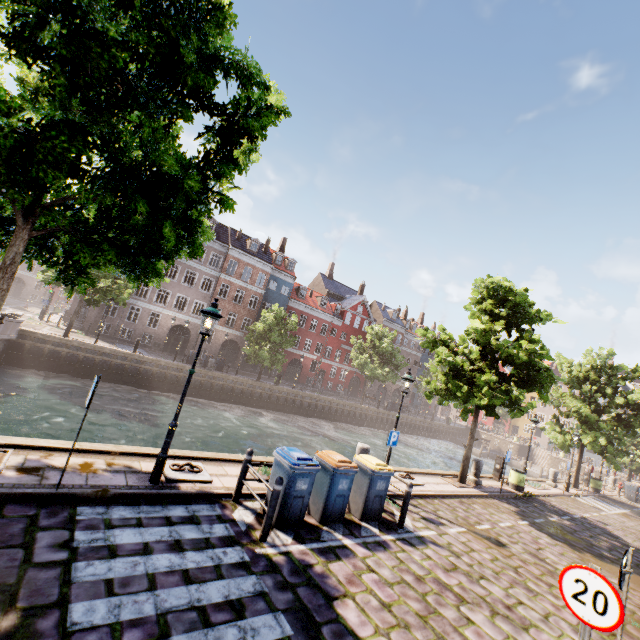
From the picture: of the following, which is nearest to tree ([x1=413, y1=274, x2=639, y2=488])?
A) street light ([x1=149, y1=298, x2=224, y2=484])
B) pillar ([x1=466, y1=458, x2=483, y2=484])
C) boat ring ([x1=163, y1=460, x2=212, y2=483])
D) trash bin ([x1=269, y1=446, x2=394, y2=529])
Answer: street light ([x1=149, y1=298, x2=224, y2=484])

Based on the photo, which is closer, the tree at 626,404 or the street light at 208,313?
the street light at 208,313

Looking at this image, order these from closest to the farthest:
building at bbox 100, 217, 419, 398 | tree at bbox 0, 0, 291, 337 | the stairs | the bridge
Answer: tree at bbox 0, 0, 291, 337 < the bridge < building at bbox 100, 217, 419, 398 < the stairs

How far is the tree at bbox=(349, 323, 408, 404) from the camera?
38.8m

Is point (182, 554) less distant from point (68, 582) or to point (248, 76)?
point (68, 582)

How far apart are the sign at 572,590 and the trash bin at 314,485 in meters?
4.3 m

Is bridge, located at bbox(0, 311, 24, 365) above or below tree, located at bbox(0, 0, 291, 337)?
below

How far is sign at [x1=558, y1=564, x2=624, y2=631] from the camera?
3.22m
